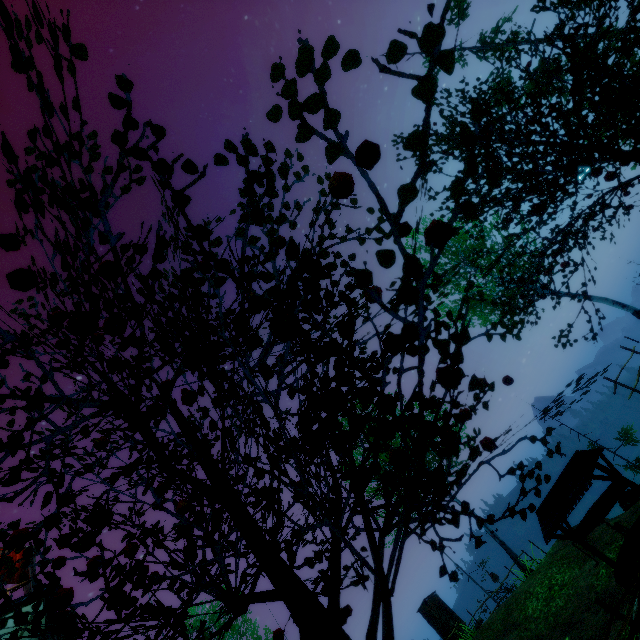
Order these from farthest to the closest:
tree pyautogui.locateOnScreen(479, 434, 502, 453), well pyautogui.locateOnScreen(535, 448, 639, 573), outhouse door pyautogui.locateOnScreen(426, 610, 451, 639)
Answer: outhouse door pyautogui.locateOnScreen(426, 610, 451, 639), well pyautogui.locateOnScreen(535, 448, 639, 573), tree pyautogui.locateOnScreen(479, 434, 502, 453)

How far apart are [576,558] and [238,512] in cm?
1249

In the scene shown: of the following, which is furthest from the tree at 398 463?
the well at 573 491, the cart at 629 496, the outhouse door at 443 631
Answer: the outhouse door at 443 631

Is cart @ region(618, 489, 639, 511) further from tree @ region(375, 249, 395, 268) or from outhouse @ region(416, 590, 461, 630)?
tree @ region(375, 249, 395, 268)

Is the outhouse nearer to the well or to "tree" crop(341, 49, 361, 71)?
the well

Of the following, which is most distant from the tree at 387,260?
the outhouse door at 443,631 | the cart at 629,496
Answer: → the outhouse door at 443,631

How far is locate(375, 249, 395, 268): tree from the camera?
1.4 meters
